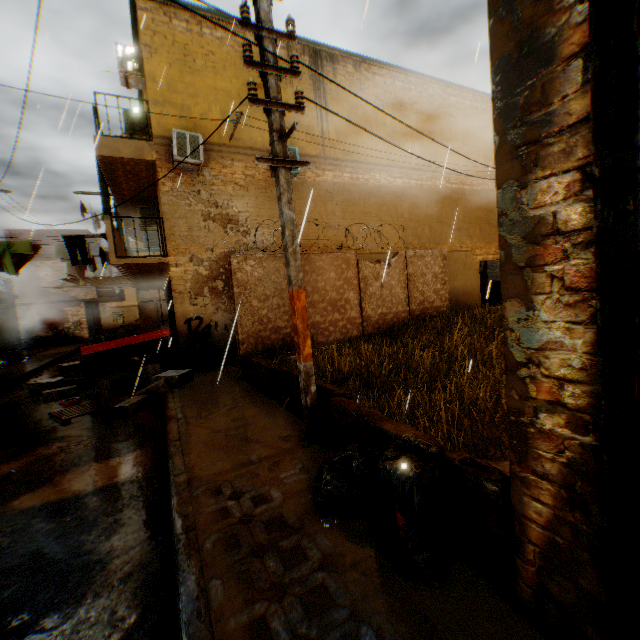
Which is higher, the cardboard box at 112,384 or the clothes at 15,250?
the clothes at 15,250

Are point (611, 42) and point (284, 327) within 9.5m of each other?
yes

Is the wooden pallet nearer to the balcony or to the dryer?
the dryer

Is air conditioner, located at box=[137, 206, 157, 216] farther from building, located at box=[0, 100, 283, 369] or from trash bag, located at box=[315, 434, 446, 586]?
trash bag, located at box=[315, 434, 446, 586]

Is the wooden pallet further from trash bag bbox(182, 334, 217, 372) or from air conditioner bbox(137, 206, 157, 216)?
air conditioner bbox(137, 206, 157, 216)

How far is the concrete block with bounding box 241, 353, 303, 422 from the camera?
5.4 meters

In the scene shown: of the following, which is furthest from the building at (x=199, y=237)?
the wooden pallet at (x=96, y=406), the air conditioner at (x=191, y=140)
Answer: the wooden pallet at (x=96, y=406)

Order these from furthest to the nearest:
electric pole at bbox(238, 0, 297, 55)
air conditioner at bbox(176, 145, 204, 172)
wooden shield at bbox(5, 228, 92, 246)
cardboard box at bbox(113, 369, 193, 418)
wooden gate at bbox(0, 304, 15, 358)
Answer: wooden shield at bbox(5, 228, 92, 246), wooden gate at bbox(0, 304, 15, 358), air conditioner at bbox(176, 145, 204, 172), cardboard box at bbox(113, 369, 193, 418), electric pole at bbox(238, 0, 297, 55)
